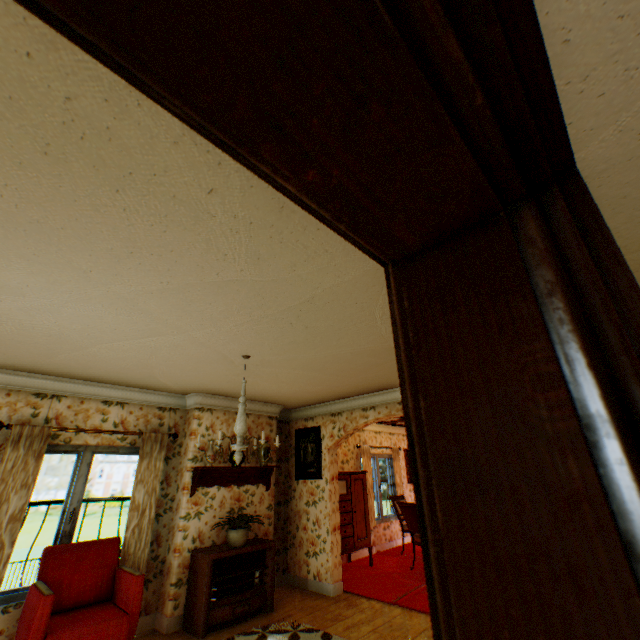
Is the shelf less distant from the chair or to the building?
the building

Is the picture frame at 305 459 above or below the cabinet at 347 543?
above

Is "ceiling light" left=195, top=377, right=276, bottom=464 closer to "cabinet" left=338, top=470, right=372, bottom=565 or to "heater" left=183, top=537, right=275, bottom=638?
"heater" left=183, top=537, right=275, bottom=638

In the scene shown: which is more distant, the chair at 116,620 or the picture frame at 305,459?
the picture frame at 305,459

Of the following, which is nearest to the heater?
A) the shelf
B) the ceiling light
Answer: the shelf

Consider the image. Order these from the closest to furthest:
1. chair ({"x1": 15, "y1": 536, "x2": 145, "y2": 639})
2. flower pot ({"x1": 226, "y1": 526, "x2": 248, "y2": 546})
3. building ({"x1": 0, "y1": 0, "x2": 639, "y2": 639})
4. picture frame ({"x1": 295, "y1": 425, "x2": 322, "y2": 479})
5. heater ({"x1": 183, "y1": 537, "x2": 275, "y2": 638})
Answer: building ({"x1": 0, "y1": 0, "x2": 639, "y2": 639}), chair ({"x1": 15, "y1": 536, "x2": 145, "y2": 639}), heater ({"x1": 183, "y1": 537, "x2": 275, "y2": 638}), flower pot ({"x1": 226, "y1": 526, "x2": 248, "y2": 546}), picture frame ({"x1": 295, "y1": 425, "x2": 322, "y2": 479})

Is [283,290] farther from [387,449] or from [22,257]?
[387,449]

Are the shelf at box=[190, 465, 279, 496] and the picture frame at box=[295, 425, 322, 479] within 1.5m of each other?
yes
